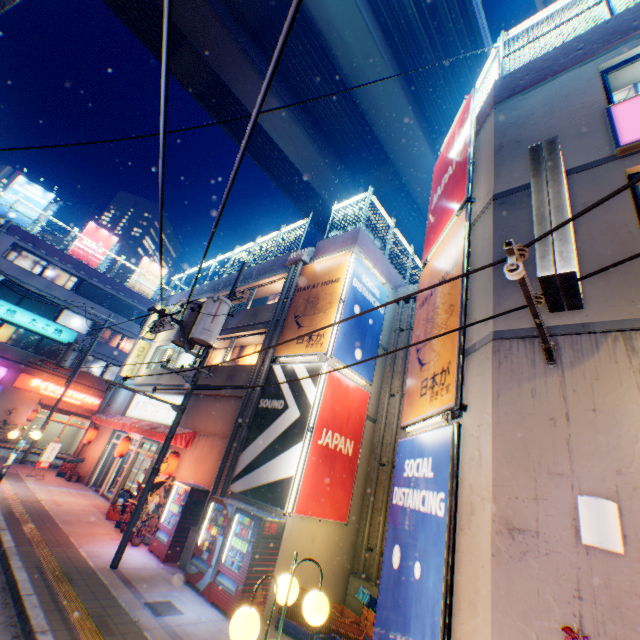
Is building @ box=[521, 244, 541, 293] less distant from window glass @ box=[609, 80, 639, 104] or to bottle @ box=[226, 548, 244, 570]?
window glass @ box=[609, 80, 639, 104]

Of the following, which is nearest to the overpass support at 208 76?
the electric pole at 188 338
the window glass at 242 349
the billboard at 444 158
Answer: the electric pole at 188 338

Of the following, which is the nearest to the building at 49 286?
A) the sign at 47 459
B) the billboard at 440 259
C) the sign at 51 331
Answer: the sign at 51 331

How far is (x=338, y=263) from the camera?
12.6 meters

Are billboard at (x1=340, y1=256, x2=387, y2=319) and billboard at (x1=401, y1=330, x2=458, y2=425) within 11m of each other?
yes

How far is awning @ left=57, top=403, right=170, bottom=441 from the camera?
13.45m

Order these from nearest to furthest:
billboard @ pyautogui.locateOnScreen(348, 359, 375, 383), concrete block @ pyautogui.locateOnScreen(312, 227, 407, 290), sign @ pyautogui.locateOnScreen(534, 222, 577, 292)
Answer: sign @ pyautogui.locateOnScreen(534, 222, 577, 292) < billboard @ pyautogui.locateOnScreen(348, 359, 375, 383) < concrete block @ pyautogui.locateOnScreen(312, 227, 407, 290)

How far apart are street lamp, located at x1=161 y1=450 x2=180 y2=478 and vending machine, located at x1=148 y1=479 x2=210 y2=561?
1.2m
